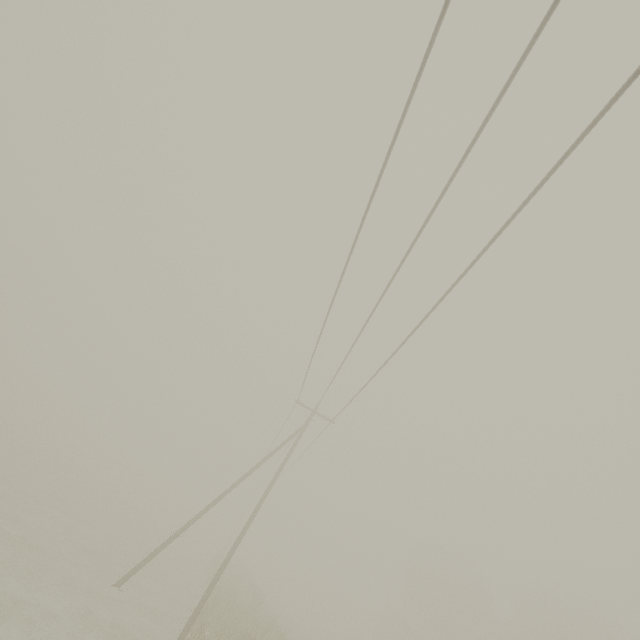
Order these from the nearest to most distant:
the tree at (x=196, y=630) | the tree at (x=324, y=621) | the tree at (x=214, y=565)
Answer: the tree at (x=196, y=630) < the tree at (x=214, y=565) < the tree at (x=324, y=621)

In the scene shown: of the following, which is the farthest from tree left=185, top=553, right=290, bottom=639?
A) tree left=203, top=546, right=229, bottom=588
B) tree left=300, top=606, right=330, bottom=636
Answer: tree left=300, top=606, right=330, bottom=636

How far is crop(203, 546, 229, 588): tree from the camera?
28.1 meters

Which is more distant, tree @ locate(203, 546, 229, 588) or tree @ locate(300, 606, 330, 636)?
tree @ locate(300, 606, 330, 636)

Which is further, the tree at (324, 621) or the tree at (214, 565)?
the tree at (324, 621)

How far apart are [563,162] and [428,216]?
2.42m

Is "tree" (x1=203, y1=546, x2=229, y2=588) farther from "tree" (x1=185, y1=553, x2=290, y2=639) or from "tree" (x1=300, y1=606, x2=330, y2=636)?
"tree" (x1=300, y1=606, x2=330, y2=636)
